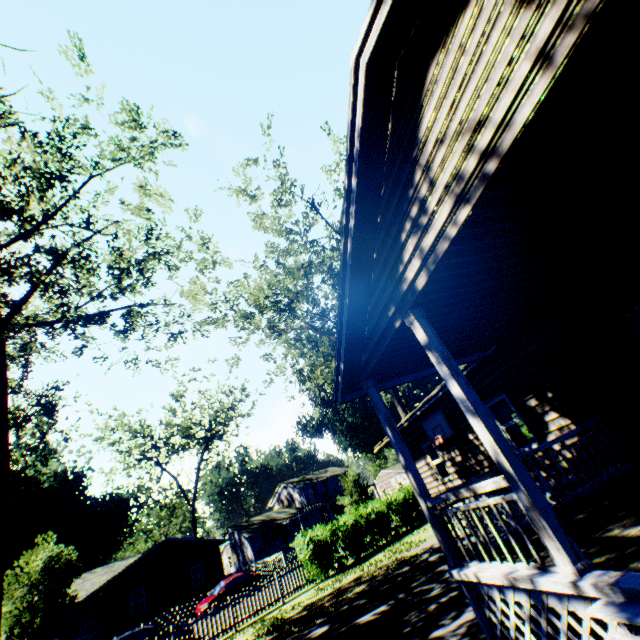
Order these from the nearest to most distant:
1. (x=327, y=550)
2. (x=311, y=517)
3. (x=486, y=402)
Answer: (x=486, y=402), (x=327, y=550), (x=311, y=517)

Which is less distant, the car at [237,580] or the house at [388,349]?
the house at [388,349]

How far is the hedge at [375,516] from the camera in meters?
17.2

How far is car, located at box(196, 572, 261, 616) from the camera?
23.0m

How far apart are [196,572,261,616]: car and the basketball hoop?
21.67m

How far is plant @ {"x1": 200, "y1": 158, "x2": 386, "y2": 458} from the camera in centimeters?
1975cm

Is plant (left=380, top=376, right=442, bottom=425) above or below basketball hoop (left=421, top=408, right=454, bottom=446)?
above
